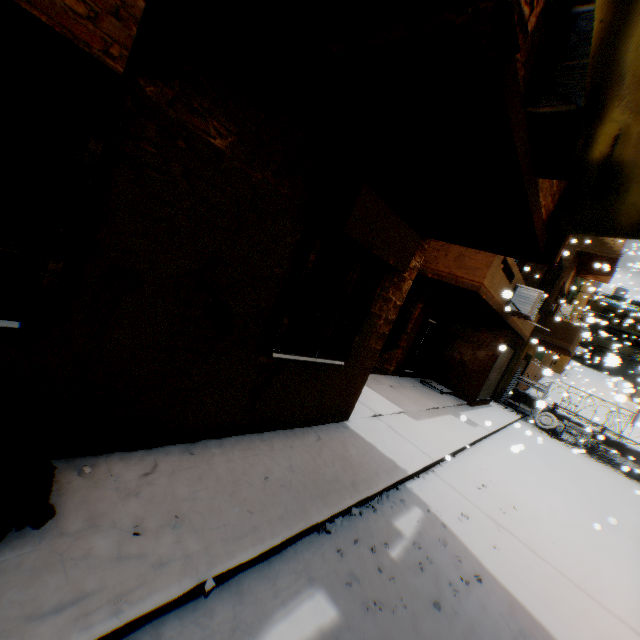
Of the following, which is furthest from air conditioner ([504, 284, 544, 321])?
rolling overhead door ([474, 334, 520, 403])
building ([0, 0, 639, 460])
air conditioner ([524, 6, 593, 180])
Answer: air conditioner ([524, 6, 593, 180])

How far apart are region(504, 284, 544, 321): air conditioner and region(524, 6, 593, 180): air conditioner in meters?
7.6

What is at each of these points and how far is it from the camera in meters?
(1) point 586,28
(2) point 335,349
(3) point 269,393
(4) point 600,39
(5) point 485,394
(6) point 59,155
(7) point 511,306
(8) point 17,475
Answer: (1) air conditioner, 2.3 m
(2) shutter, 4.6 m
(3) building, 4.2 m
(4) tent, 1.7 m
(5) rolling overhead door, 14.4 m
(6) shutter, 1.9 m
(7) air conditioner, 9.7 m
(8) trash bag, 2.0 m

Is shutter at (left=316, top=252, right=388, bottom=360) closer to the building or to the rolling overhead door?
the building

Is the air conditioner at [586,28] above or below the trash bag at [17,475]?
above

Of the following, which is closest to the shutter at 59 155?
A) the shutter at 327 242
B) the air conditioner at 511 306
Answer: the shutter at 327 242

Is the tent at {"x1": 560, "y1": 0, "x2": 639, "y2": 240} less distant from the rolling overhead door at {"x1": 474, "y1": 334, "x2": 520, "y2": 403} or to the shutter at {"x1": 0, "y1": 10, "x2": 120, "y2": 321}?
the shutter at {"x1": 0, "y1": 10, "x2": 120, "y2": 321}

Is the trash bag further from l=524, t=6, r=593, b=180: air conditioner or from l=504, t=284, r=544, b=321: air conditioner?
l=504, t=284, r=544, b=321: air conditioner
